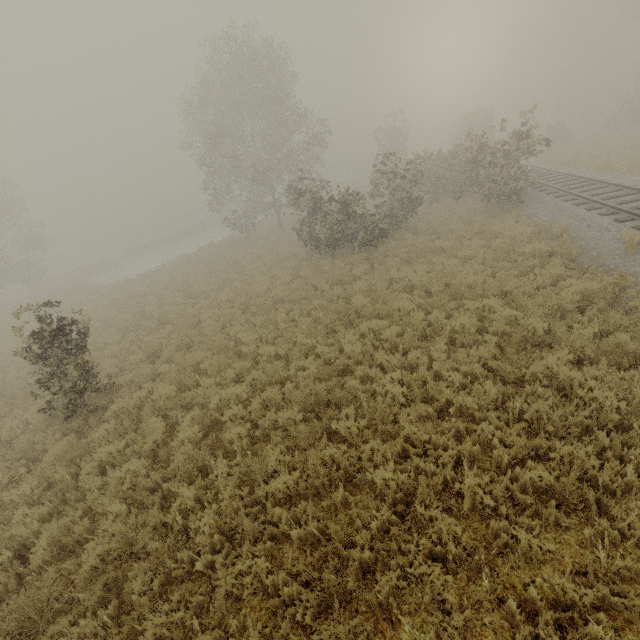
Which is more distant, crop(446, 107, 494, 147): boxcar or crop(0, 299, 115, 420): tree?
crop(446, 107, 494, 147): boxcar

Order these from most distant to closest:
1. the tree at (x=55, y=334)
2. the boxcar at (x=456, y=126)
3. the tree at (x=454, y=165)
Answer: the boxcar at (x=456, y=126) → the tree at (x=454, y=165) → the tree at (x=55, y=334)

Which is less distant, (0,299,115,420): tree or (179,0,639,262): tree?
(0,299,115,420): tree

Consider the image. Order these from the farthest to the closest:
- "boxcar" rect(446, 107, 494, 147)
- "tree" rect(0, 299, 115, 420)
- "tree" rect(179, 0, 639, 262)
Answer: "boxcar" rect(446, 107, 494, 147), "tree" rect(179, 0, 639, 262), "tree" rect(0, 299, 115, 420)

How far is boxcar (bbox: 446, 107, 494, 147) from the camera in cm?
3544

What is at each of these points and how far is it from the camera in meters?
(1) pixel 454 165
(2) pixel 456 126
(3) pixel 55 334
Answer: (1) tree, 20.4 m
(2) boxcar, 39.8 m
(3) tree, 8.1 m

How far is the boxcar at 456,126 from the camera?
35.44m
